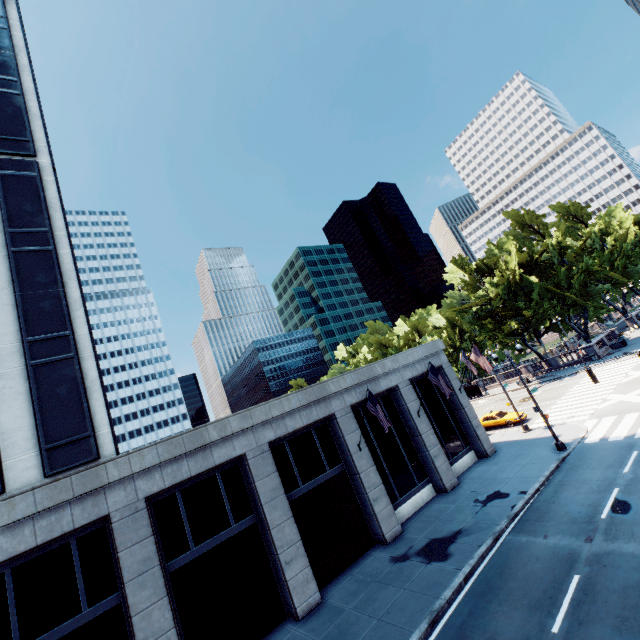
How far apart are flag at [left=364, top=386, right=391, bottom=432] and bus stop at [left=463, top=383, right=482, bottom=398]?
40.9 meters

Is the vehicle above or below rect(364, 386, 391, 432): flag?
below

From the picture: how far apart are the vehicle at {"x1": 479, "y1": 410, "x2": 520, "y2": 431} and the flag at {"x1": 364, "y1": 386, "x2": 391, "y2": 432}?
18.8 meters

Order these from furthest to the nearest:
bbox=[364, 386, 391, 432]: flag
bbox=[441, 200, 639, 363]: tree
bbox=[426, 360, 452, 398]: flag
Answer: bbox=[441, 200, 639, 363]: tree
bbox=[426, 360, 452, 398]: flag
bbox=[364, 386, 391, 432]: flag

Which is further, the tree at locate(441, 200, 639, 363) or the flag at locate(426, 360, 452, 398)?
the tree at locate(441, 200, 639, 363)

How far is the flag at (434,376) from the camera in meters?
20.8

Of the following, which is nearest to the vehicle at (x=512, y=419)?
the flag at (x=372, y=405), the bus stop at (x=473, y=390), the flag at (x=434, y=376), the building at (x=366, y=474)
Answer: the building at (x=366, y=474)

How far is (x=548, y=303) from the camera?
46.12m
